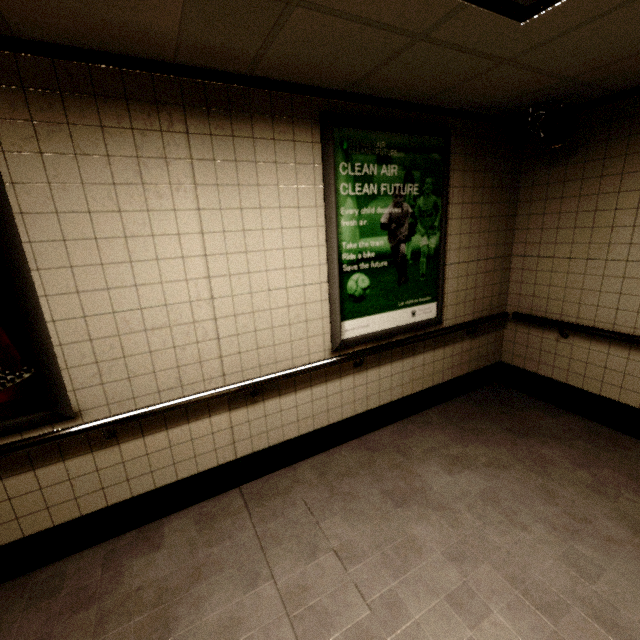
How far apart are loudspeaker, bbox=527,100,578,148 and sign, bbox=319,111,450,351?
0.69m

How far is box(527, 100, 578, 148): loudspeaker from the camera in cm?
256

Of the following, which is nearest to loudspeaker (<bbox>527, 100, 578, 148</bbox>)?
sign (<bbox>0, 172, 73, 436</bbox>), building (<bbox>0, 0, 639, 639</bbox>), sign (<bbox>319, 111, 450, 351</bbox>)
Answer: building (<bbox>0, 0, 639, 639</bbox>)

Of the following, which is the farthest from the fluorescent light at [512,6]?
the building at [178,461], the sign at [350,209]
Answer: the sign at [350,209]

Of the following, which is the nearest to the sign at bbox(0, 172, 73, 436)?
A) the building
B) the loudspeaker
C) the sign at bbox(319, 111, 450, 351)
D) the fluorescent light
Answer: the building

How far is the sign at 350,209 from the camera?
2.4m

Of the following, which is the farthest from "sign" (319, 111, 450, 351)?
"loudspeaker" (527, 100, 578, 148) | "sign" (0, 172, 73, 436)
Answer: "sign" (0, 172, 73, 436)

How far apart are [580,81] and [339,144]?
1.8m
